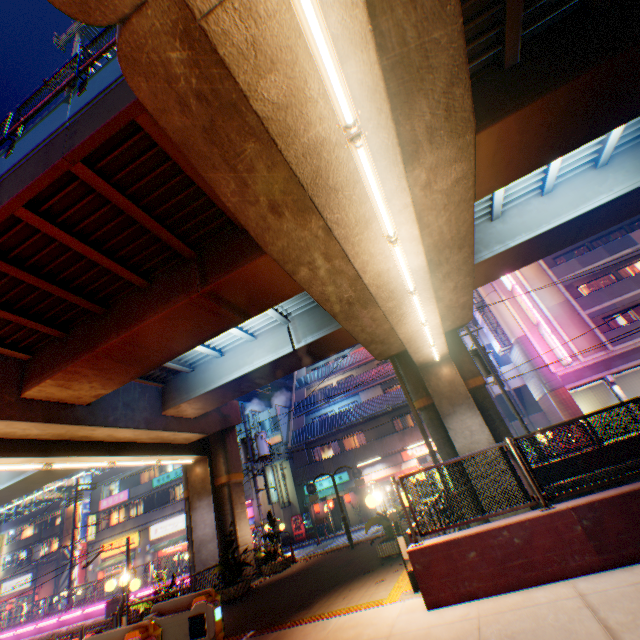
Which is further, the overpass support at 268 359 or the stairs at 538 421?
the stairs at 538 421

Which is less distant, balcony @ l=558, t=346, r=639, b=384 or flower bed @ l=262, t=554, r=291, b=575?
flower bed @ l=262, t=554, r=291, b=575

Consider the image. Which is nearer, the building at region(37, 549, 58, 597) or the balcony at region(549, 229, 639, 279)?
the balcony at region(549, 229, 639, 279)

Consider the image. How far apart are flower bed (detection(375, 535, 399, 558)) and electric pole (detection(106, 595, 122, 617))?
15.9 meters

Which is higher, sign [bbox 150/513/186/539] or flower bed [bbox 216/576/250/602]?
sign [bbox 150/513/186/539]

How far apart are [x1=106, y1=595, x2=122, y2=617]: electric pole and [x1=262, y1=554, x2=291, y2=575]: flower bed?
9.0m

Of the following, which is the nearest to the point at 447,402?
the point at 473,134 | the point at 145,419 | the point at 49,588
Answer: the point at 473,134

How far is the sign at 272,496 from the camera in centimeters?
2998cm
